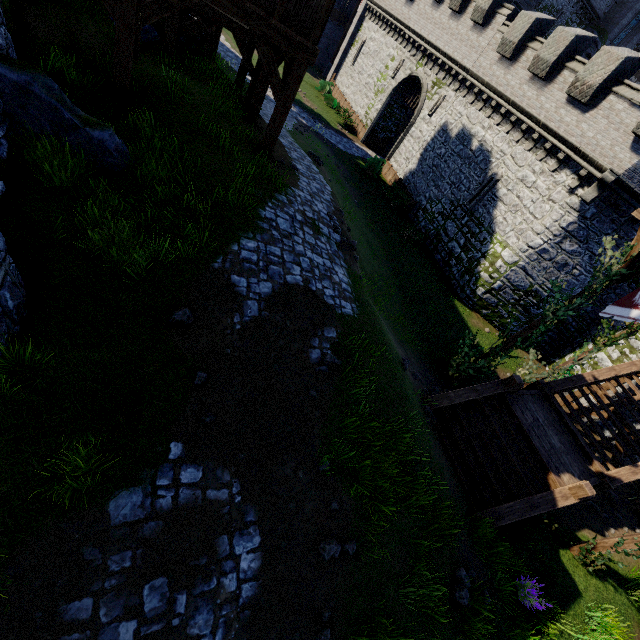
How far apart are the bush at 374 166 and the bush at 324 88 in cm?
1042

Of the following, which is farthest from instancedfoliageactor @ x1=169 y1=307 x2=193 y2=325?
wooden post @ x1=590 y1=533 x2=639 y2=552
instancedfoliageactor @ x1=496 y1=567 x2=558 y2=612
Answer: wooden post @ x1=590 y1=533 x2=639 y2=552

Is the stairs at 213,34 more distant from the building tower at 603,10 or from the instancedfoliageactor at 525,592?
the building tower at 603,10

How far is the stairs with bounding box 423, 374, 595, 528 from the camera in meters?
7.8

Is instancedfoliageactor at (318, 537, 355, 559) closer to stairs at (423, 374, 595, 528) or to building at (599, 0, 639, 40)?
stairs at (423, 374, 595, 528)

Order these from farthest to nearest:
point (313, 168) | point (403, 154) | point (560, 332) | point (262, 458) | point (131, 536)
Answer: point (403, 154) < point (560, 332) < point (313, 168) < point (262, 458) < point (131, 536)

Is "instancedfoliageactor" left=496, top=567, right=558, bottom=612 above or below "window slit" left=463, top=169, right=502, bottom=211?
below

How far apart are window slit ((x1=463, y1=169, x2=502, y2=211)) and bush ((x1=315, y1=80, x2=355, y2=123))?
19.2m
